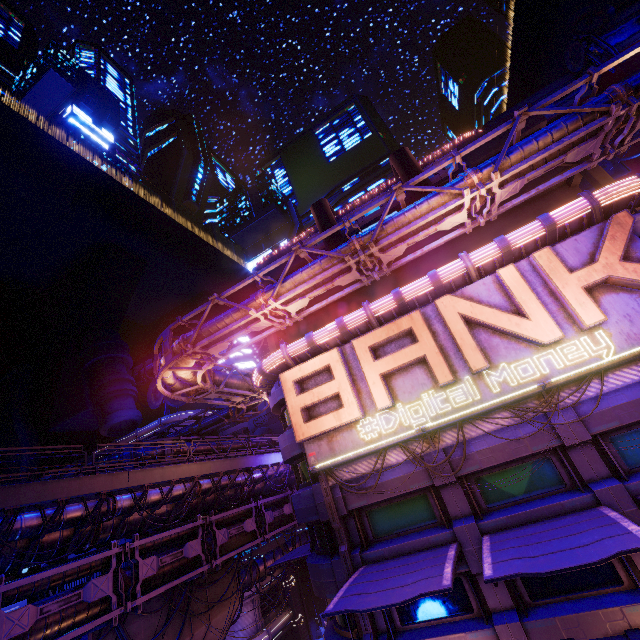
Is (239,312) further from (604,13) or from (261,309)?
(604,13)

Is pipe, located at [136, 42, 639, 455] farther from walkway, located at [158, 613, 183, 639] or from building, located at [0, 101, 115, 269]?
walkway, located at [158, 613, 183, 639]

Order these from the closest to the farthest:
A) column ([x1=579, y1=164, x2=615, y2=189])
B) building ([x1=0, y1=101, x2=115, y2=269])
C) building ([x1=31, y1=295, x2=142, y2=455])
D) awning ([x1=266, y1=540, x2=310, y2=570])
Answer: column ([x1=579, y1=164, x2=615, y2=189]) < awning ([x1=266, y1=540, x2=310, y2=570]) < building ([x1=0, y1=101, x2=115, y2=269]) < building ([x1=31, y1=295, x2=142, y2=455])

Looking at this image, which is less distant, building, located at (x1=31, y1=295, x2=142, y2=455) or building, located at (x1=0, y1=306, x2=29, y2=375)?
building, located at (x1=31, y1=295, x2=142, y2=455)

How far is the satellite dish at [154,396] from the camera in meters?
48.3 m

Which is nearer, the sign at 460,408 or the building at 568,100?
the sign at 460,408

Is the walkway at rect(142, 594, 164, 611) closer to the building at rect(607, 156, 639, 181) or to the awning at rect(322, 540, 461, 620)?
the awning at rect(322, 540, 461, 620)

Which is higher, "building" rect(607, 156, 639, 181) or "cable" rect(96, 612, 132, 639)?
"building" rect(607, 156, 639, 181)
